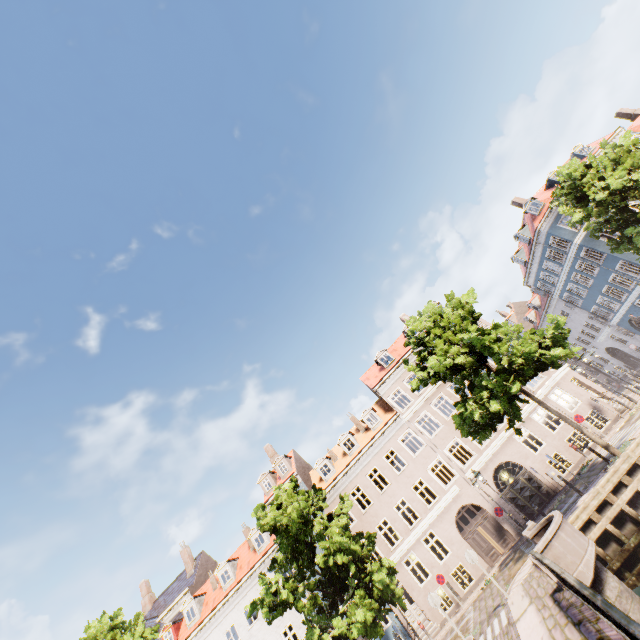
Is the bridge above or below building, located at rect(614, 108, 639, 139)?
below

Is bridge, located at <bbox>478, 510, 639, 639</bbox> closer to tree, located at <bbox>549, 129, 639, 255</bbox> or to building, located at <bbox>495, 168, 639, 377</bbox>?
tree, located at <bbox>549, 129, 639, 255</bbox>

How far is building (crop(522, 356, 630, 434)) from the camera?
22.3m

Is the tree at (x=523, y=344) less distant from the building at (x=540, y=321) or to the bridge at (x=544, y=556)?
the bridge at (x=544, y=556)

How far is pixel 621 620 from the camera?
3.3m

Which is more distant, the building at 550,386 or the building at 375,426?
the building at 550,386
